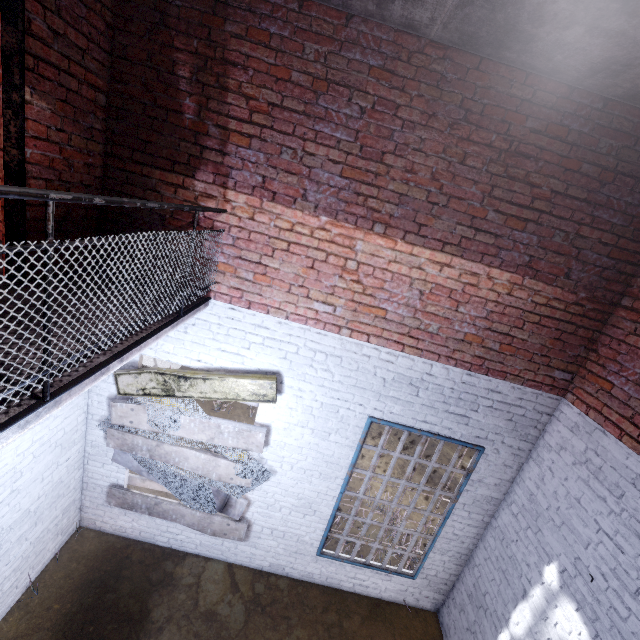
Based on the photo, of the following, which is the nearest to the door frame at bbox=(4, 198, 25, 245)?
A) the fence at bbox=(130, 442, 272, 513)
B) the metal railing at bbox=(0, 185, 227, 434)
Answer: the metal railing at bbox=(0, 185, 227, 434)

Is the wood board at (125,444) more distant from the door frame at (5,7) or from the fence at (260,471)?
the door frame at (5,7)

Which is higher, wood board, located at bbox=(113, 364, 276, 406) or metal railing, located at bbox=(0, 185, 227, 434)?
metal railing, located at bbox=(0, 185, 227, 434)

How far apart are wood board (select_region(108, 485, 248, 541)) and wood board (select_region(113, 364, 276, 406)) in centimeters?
9cm

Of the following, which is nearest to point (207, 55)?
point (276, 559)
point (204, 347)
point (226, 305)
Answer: point (226, 305)

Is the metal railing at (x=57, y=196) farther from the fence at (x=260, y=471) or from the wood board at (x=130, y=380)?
the fence at (x=260, y=471)
